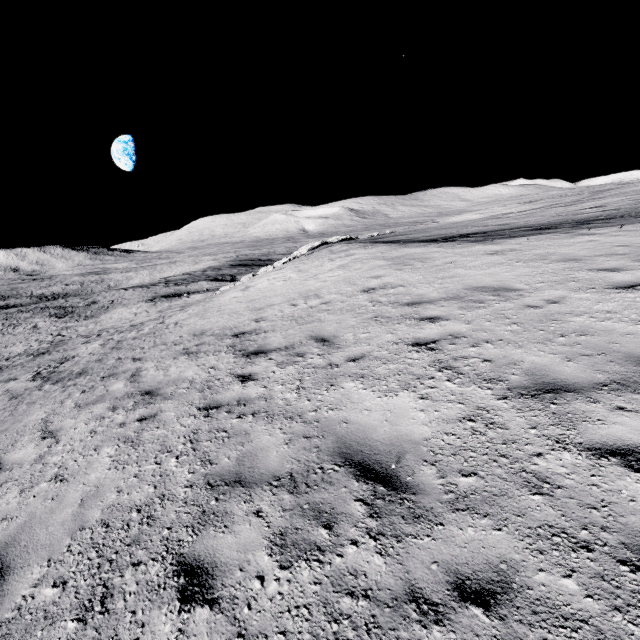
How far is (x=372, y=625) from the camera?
2.2m
